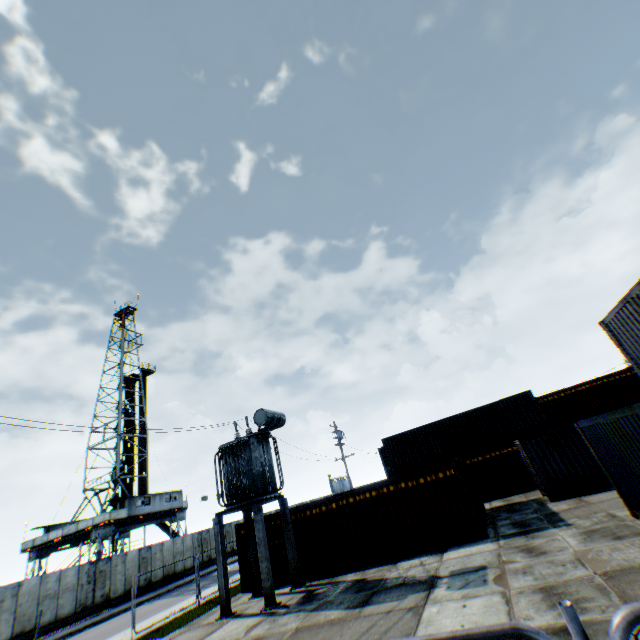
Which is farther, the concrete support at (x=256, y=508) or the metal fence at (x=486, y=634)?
the concrete support at (x=256, y=508)

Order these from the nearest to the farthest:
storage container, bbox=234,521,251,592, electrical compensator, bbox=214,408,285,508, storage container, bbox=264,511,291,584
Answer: electrical compensator, bbox=214,408,285,508
storage container, bbox=264,511,291,584
storage container, bbox=234,521,251,592

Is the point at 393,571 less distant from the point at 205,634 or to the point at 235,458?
the point at 205,634

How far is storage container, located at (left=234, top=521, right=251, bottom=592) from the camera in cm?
1612

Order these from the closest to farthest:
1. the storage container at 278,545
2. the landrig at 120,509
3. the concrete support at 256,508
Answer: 1. the concrete support at 256,508
2. the storage container at 278,545
3. the landrig at 120,509

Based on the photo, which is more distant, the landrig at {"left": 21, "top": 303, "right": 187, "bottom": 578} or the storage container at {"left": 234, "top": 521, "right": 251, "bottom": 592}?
the landrig at {"left": 21, "top": 303, "right": 187, "bottom": 578}

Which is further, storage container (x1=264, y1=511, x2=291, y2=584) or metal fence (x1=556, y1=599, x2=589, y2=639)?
storage container (x1=264, y1=511, x2=291, y2=584)

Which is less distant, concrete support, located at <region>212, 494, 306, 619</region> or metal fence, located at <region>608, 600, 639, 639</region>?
metal fence, located at <region>608, 600, 639, 639</region>
